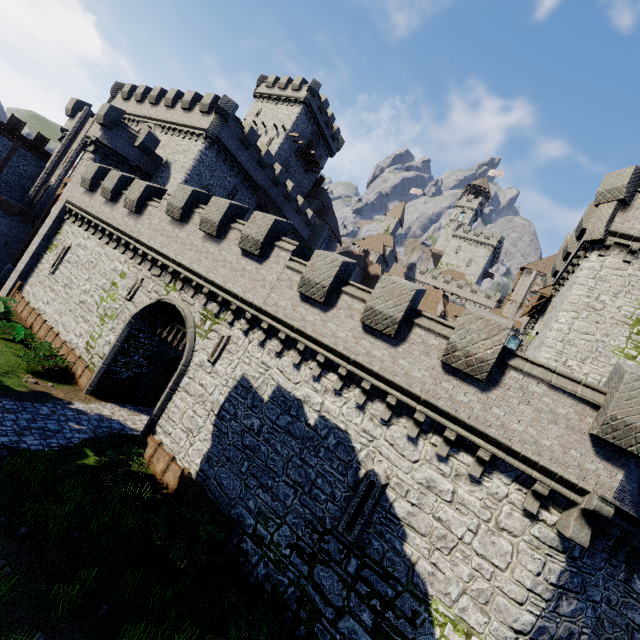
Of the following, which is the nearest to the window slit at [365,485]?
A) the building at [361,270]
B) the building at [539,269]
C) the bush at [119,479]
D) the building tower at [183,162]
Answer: the bush at [119,479]

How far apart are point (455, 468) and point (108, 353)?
17.1m

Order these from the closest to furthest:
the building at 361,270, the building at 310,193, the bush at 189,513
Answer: the bush at 189,513 → the building at 310,193 → the building at 361,270

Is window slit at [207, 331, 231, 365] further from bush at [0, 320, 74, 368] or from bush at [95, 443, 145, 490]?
bush at [0, 320, 74, 368]

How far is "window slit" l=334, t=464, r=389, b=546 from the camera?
10.2 meters

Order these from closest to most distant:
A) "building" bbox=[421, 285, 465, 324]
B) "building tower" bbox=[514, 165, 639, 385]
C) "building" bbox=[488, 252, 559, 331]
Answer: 1. "building tower" bbox=[514, 165, 639, 385]
2. "building" bbox=[488, 252, 559, 331]
3. "building" bbox=[421, 285, 465, 324]

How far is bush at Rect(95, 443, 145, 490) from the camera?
11.8 meters

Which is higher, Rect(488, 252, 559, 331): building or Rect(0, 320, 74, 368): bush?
Rect(488, 252, 559, 331): building
